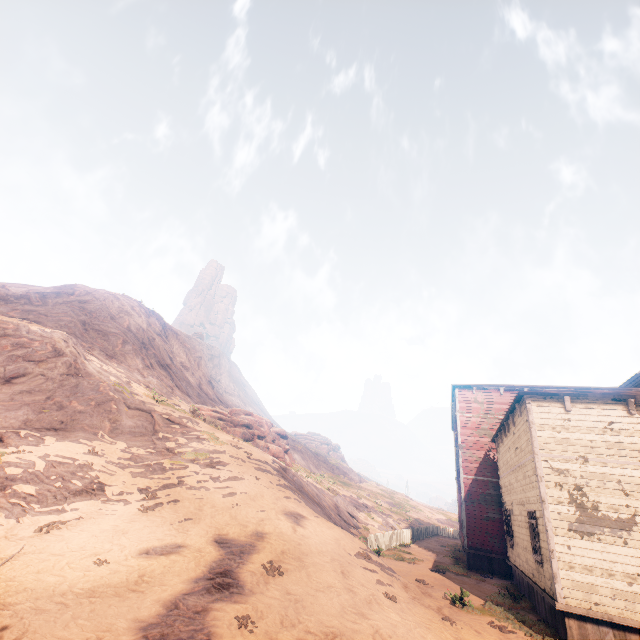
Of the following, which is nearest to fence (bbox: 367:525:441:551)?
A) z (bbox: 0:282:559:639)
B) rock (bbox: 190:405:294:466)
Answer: z (bbox: 0:282:559:639)

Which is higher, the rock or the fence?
the rock

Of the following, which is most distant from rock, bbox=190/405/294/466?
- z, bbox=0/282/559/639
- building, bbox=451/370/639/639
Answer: building, bbox=451/370/639/639

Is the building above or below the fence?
above

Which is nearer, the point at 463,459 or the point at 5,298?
the point at 463,459

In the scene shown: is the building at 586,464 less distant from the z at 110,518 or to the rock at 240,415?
the z at 110,518

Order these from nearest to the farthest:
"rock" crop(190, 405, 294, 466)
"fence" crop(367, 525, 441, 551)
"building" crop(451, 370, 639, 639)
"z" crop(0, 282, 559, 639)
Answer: "z" crop(0, 282, 559, 639) < "building" crop(451, 370, 639, 639) < "fence" crop(367, 525, 441, 551) < "rock" crop(190, 405, 294, 466)

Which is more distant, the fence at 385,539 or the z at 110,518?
the fence at 385,539
